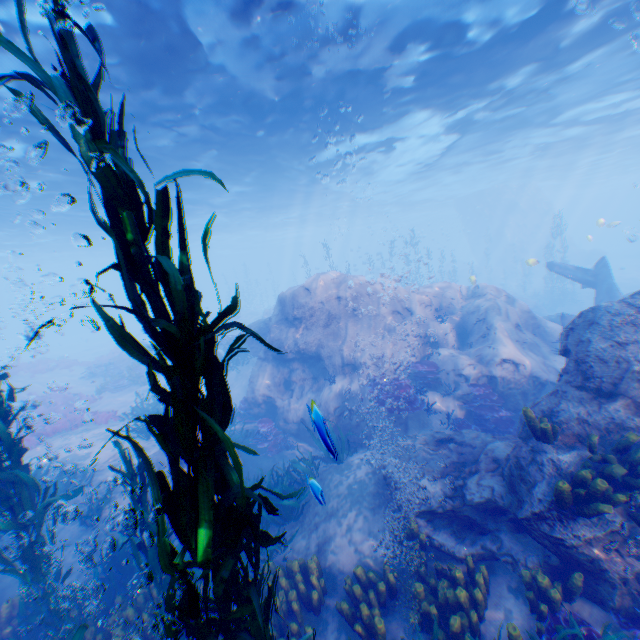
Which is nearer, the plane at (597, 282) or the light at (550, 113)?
the light at (550, 113)

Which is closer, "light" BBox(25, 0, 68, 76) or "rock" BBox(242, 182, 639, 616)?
"rock" BBox(242, 182, 639, 616)

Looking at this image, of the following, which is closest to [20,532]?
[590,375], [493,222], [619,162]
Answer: [590,375]

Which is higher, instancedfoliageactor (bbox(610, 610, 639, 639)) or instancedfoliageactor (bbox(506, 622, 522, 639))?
instancedfoliageactor (bbox(506, 622, 522, 639))

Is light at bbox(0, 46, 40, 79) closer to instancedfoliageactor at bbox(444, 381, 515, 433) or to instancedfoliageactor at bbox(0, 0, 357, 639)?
instancedfoliageactor at bbox(0, 0, 357, 639)

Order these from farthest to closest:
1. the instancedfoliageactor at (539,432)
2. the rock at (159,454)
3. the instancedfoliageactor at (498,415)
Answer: the instancedfoliageactor at (498,415), the rock at (159,454), the instancedfoliageactor at (539,432)

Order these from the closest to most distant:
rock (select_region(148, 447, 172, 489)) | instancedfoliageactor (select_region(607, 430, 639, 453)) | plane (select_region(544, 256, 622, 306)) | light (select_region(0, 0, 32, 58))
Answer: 1. instancedfoliageactor (select_region(607, 430, 639, 453))
2. light (select_region(0, 0, 32, 58))
3. rock (select_region(148, 447, 172, 489))
4. plane (select_region(544, 256, 622, 306))

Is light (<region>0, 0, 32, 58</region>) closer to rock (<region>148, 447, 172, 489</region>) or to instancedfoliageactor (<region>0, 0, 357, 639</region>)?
rock (<region>148, 447, 172, 489</region>)
